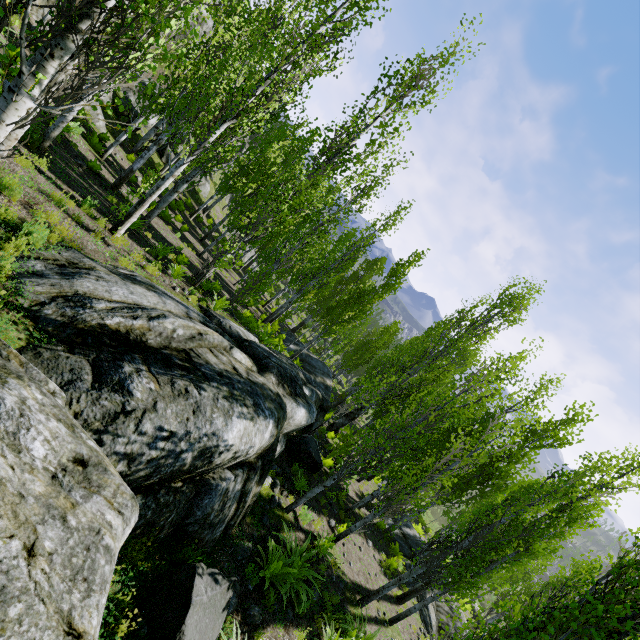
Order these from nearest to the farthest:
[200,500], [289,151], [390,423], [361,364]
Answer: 1. [200,500]
2. [390,423]
3. [289,151]
4. [361,364]

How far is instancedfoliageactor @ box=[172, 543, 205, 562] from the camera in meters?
5.1

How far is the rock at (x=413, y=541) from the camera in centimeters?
1748cm

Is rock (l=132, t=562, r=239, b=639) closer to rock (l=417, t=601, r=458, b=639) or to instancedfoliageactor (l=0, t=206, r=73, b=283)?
instancedfoliageactor (l=0, t=206, r=73, b=283)

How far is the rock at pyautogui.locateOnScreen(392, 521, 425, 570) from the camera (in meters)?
17.48

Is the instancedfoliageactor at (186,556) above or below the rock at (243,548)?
above

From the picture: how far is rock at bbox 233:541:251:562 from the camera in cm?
660

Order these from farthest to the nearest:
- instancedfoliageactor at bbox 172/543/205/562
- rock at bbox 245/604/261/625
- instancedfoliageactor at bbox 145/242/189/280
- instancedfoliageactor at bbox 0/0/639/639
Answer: instancedfoliageactor at bbox 145/242/189/280 → rock at bbox 245/604/261/625 → instancedfoliageactor at bbox 172/543/205/562 → instancedfoliageactor at bbox 0/0/639/639
